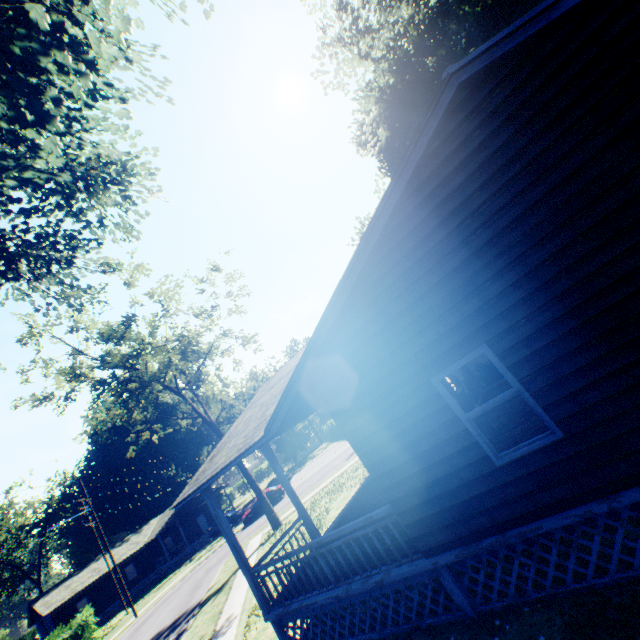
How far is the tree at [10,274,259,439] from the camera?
19.0 meters

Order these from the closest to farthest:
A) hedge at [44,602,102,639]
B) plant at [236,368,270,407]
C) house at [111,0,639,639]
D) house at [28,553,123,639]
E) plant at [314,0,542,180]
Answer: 1. house at [111,0,639,639]
2. plant at [314,0,542,180]
3. hedge at [44,602,102,639]
4. house at [28,553,123,639]
5. plant at [236,368,270,407]

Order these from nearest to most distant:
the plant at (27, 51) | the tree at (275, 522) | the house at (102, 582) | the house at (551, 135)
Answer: the house at (551, 135) → the plant at (27, 51) → the tree at (275, 522) → the house at (102, 582)

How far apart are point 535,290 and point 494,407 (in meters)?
8.12

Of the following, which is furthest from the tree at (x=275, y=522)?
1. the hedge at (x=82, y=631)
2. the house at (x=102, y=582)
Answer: the house at (x=102, y=582)

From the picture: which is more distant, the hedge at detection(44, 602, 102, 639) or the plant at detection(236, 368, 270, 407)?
the plant at detection(236, 368, 270, 407)

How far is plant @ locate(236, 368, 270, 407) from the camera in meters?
52.1 m
